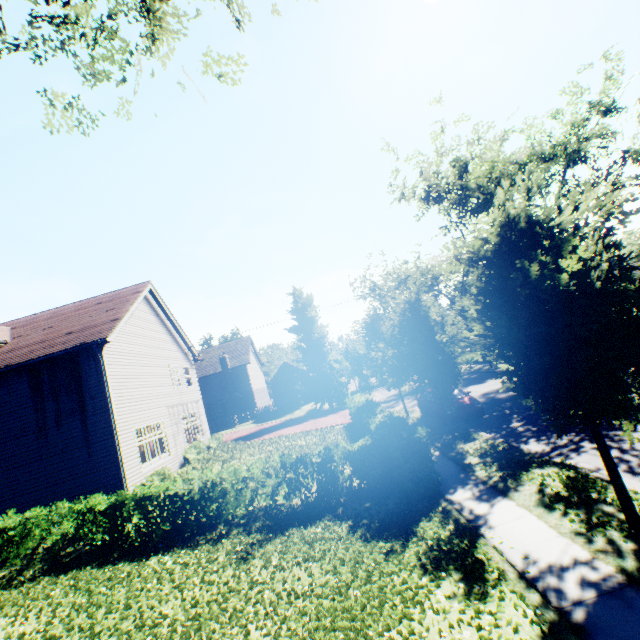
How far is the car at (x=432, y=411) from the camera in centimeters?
1514cm

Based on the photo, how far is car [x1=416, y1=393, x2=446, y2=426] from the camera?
15.1 meters

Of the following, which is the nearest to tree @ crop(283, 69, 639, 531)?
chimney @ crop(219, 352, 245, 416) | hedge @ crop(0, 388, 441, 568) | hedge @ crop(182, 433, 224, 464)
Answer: hedge @ crop(0, 388, 441, 568)

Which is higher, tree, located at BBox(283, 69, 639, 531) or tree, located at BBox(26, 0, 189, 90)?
tree, located at BBox(26, 0, 189, 90)

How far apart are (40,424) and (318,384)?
25.1 meters

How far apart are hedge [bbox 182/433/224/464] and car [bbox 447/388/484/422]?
13.11m

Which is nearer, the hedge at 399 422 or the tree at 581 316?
the tree at 581 316

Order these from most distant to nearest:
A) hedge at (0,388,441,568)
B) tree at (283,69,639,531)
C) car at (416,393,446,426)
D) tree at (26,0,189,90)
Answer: car at (416,393,446,426) < hedge at (0,388,441,568) < tree at (26,0,189,90) < tree at (283,69,639,531)
